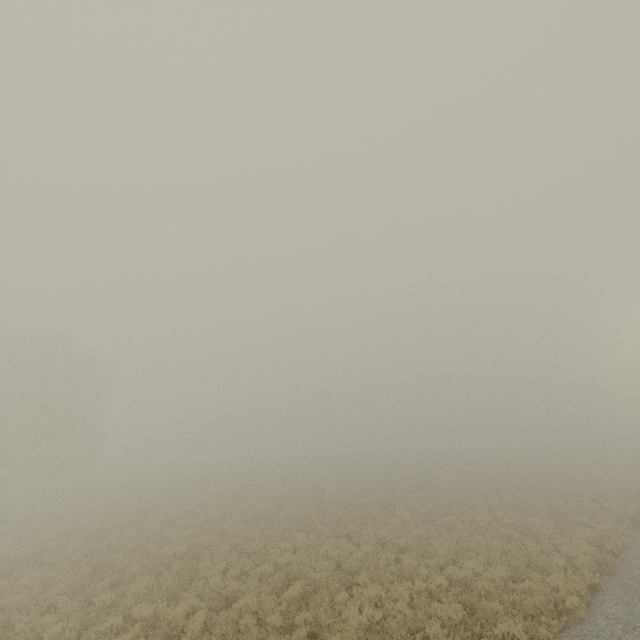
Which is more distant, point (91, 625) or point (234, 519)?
point (234, 519)
